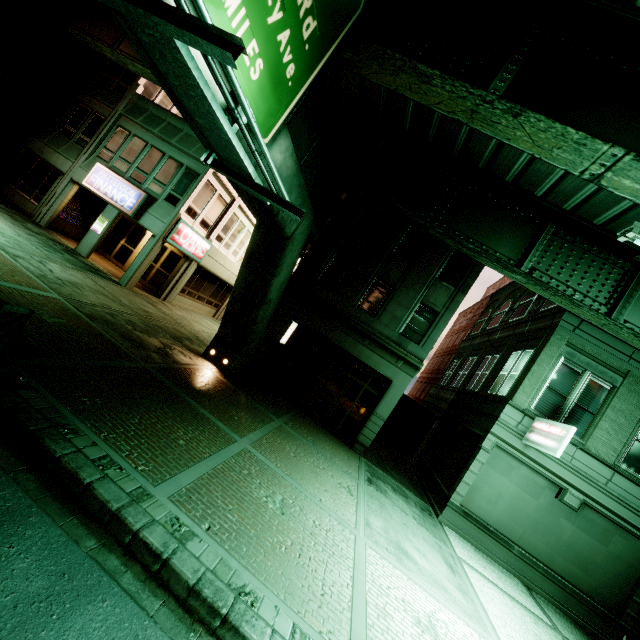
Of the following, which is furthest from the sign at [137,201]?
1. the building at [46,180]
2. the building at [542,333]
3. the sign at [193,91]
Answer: the building at [542,333]

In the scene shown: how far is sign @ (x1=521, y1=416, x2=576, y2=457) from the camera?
10.3m

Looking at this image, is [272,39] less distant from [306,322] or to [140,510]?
[140,510]

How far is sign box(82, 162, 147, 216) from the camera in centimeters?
1609cm

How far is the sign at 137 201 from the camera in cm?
1609

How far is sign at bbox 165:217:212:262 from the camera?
16.6 meters

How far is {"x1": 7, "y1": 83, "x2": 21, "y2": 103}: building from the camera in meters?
18.8

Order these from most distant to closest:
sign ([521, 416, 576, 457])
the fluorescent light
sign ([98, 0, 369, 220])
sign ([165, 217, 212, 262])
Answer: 1. sign ([165, 217, 212, 262])
2. sign ([521, 416, 576, 457])
3. the fluorescent light
4. sign ([98, 0, 369, 220])
